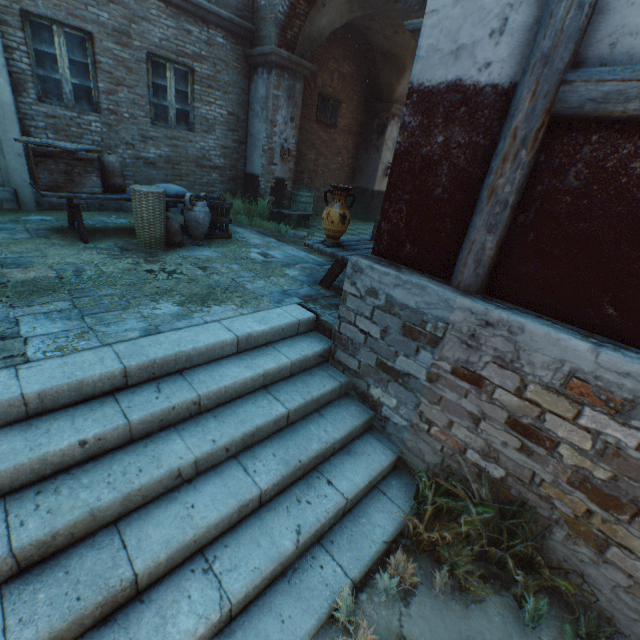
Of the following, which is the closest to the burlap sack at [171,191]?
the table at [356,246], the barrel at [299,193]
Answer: the table at [356,246]

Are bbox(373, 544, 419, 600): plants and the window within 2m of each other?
no

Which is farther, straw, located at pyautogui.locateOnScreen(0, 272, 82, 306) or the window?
the window

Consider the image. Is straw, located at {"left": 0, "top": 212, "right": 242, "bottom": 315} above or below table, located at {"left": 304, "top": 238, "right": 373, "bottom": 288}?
below

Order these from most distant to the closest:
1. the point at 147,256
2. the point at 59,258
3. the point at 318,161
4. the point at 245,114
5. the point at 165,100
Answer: the point at 318,161, the point at 245,114, the point at 165,100, the point at 147,256, the point at 59,258

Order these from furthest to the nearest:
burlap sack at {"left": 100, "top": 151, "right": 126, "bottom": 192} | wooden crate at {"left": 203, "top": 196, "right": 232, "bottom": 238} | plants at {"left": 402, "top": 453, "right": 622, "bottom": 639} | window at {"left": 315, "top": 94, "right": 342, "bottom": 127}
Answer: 1. window at {"left": 315, "top": 94, "right": 342, "bottom": 127}
2. wooden crate at {"left": 203, "top": 196, "right": 232, "bottom": 238}
3. burlap sack at {"left": 100, "top": 151, "right": 126, "bottom": 192}
4. plants at {"left": 402, "top": 453, "right": 622, "bottom": 639}

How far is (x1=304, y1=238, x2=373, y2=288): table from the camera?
4.18m

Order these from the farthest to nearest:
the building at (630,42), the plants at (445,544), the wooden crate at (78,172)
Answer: the wooden crate at (78,172), the plants at (445,544), the building at (630,42)
